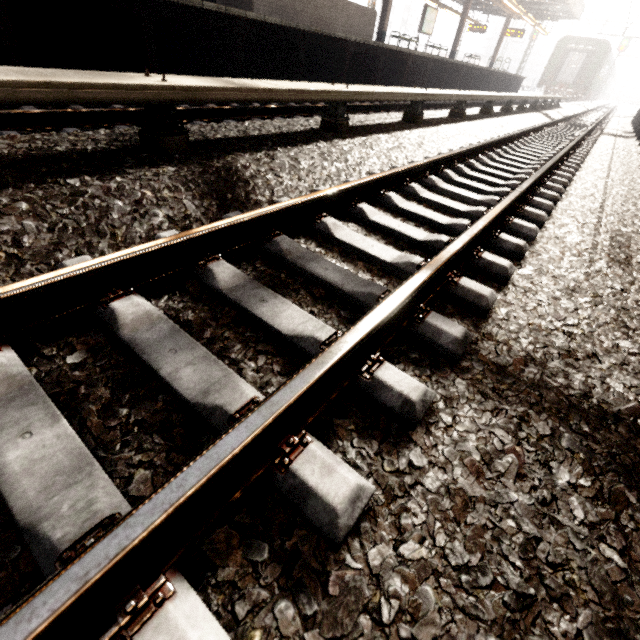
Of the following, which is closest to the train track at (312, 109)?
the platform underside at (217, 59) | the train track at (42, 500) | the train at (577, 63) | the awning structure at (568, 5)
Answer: the platform underside at (217, 59)

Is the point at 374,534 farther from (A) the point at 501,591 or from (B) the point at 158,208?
(B) the point at 158,208

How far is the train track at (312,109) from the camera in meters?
4.2 m

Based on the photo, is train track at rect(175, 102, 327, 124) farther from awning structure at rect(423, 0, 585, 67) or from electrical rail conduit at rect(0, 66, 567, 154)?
awning structure at rect(423, 0, 585, 67)

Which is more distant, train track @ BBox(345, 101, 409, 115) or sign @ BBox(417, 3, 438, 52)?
sign @ BBox(417, 3, 438, 52)

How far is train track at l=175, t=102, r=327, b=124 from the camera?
4.23m

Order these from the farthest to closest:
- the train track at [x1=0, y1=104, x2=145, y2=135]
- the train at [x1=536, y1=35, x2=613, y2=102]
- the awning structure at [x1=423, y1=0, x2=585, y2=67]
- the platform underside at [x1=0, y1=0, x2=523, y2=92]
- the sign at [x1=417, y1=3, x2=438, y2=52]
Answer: the train at [x1=536, y1=35, x2=613, y2=102]
the awning structure at [x1=423, y1=0, x2=585, y2=67]
the sign at [x1=417, y1=3, x2=438, y2=52]
the platform underside at [x1=0, y1=0, x2=523, y2=92]
the train track at [x1=0, y1=104, x2=145, y2=135]
